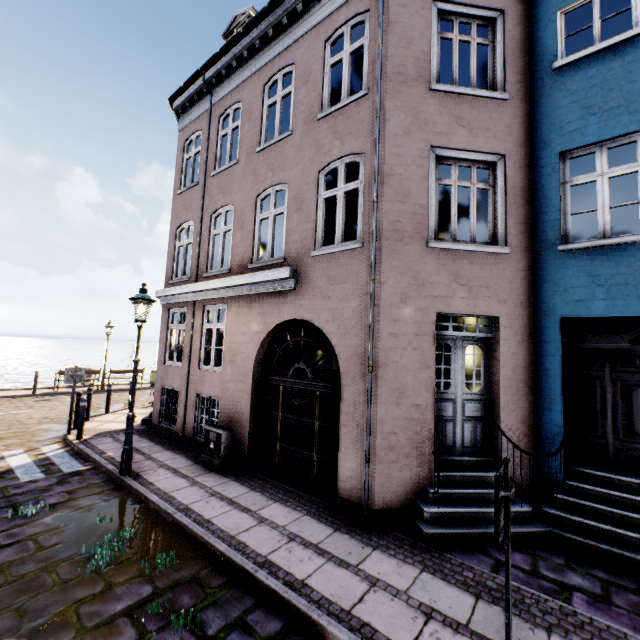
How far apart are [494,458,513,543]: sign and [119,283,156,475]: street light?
6.8 meters

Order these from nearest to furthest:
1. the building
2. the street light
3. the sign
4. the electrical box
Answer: the sign, the building, the street light, the electrical box

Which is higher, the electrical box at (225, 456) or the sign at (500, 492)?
the sign at (500, 492)

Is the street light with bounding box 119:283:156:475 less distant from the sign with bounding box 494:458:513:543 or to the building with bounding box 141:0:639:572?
the building with bounding box 141:0:639:572

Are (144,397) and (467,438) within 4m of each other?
no

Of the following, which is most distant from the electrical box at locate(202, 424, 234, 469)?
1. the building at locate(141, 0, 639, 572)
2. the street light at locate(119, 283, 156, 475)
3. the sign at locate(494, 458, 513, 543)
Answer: the sign at locate(494, 458, 513, 543)

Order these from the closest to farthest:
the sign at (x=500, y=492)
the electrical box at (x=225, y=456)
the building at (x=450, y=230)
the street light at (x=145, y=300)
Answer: the sign at (x=500, y=492) → the building at (x=450, y=230) → the street light at (x=145, y=300) → the electrical box at (x=225, y=456)

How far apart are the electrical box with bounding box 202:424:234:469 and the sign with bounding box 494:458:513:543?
6.0m
